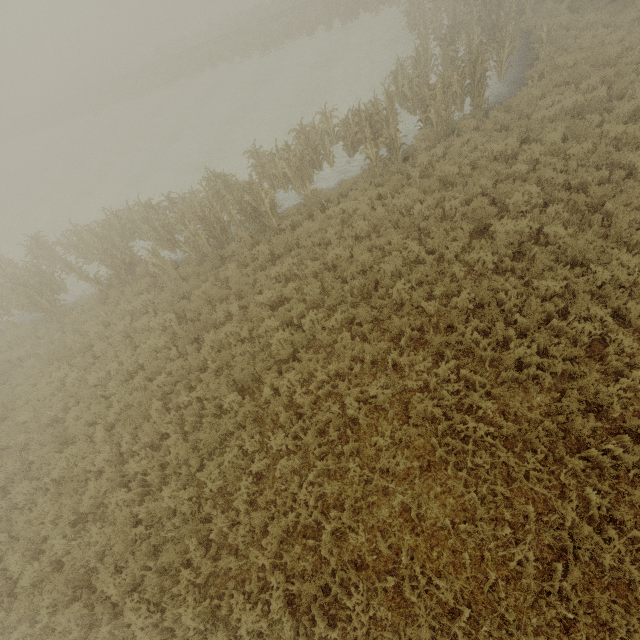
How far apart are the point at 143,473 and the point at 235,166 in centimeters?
1575cm
